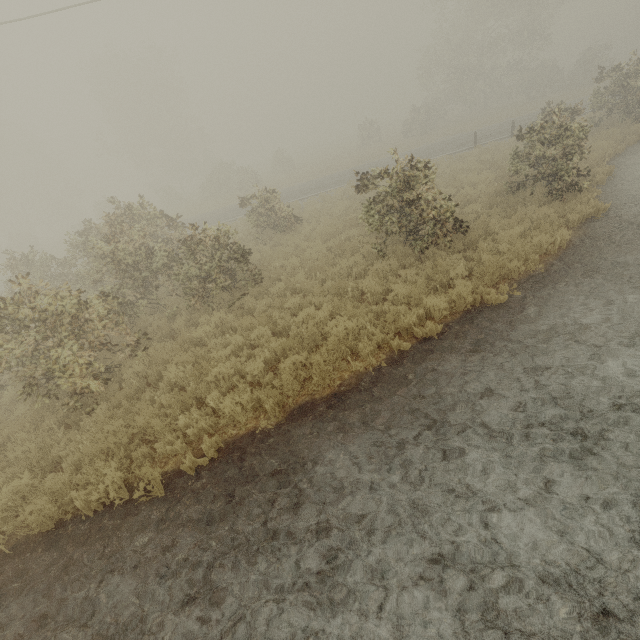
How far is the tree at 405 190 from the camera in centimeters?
848cm

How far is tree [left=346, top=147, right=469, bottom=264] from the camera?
8.5 meters

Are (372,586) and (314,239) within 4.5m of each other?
no
